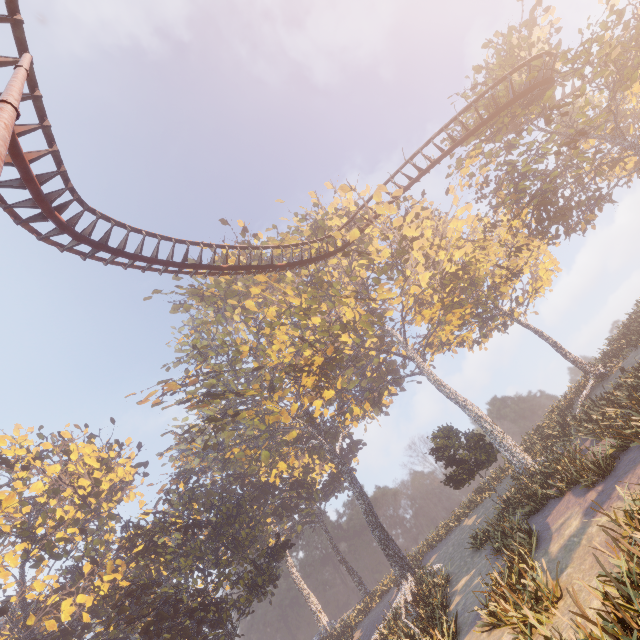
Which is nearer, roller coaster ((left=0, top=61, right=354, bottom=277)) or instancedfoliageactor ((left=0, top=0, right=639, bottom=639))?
roller coaster ((left=0, top=61, right=354, bottom=277))

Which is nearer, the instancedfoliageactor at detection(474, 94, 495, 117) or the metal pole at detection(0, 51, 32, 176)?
the metal pole at detection(0, 51, 32, 176)

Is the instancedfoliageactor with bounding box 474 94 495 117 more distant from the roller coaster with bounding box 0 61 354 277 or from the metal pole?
the roller coaster with bounding box 0 61 354 277

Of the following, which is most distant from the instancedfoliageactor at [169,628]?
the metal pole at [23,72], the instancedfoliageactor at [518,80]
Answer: the instancedfoliageactor at [518,80]

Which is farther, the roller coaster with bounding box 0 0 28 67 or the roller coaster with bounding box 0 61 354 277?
the roller coaster with bounding box 0 61 354 277

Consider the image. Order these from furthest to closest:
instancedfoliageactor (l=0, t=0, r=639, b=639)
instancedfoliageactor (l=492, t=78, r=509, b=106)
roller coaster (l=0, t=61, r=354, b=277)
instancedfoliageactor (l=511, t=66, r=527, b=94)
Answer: instancedfoliageactor (l=511, t=66, r=527, b=94) → instancedfoliageactor (l=492, t=78, r=509, b=106) → instancedfoliageactor (l=0, t=0, r=639, b=639) → roller coaster (l=0, t=61, r=354, b=277)

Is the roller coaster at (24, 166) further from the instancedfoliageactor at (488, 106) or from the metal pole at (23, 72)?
the instancedfoliageactor at (488, 106)

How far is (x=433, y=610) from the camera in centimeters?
1634cm
